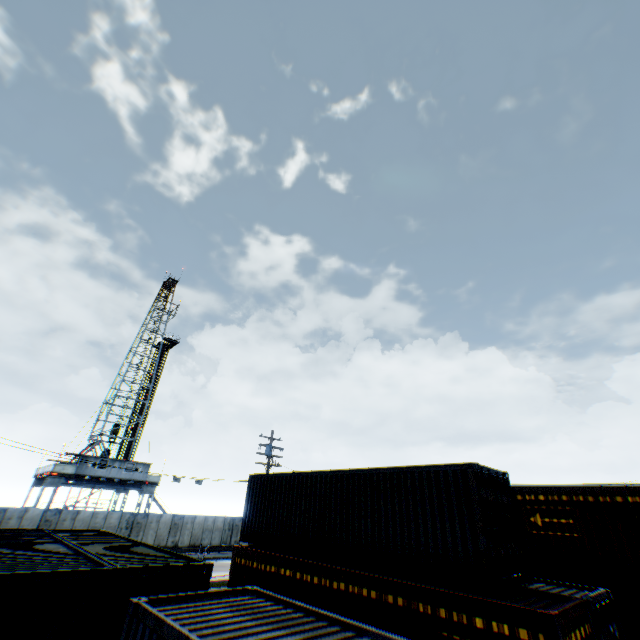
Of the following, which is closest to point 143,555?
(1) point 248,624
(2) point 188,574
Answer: (2) point 188,574

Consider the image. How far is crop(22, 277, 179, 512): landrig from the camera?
32.53m

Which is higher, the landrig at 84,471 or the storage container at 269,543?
the landrig at 84,471

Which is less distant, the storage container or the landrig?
the storage container

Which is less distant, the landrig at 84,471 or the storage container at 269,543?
the storage container at 269,543

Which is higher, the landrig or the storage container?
the landrig
